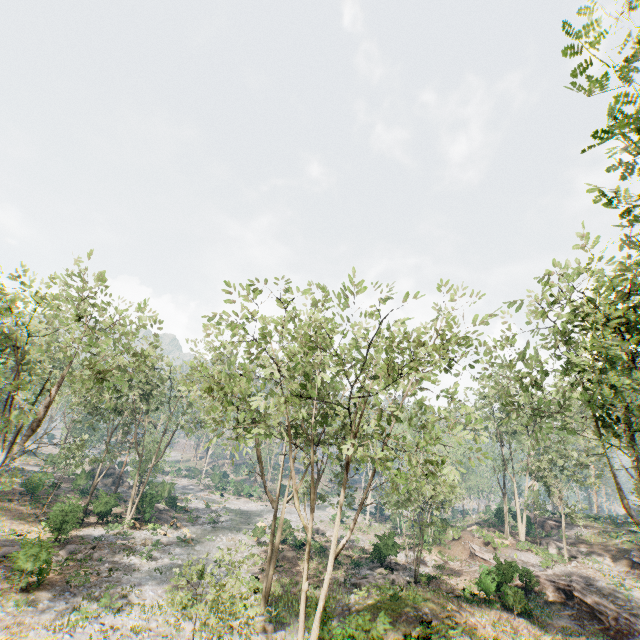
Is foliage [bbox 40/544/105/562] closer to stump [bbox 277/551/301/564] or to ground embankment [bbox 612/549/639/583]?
ground embankment [bbox 612/549/639/583]

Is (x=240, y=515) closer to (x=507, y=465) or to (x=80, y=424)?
(x=80, y=424)

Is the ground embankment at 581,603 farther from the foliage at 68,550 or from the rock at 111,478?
the rock at 111,478

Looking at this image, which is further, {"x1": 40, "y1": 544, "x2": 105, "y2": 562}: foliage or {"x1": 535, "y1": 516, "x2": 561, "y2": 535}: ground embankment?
{"x1": 535, "y1": 516, "x2": 561, "y2": 535}: ground embankment

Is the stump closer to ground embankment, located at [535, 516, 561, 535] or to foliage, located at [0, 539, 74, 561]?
foliage, located at [0, 539, 74, 561]

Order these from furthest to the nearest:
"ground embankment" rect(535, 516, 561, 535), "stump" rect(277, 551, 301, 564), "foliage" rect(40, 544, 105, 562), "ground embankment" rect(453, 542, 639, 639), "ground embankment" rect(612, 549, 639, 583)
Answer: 1. "ground embankment" rect(535, 516, 561, 535)
2. "stump" rect(277, 551, 301, 564)
3. "ground embankment" rect(612, 549, 639, 583)
4. "ground embankment" rect(453, 542, 639, 639)
5. "foliage" rect(40, 544, 105, 562)

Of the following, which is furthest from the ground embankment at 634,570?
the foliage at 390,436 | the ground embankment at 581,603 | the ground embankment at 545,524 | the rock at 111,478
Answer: the rock at 111,478

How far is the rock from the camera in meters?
47.0 m
